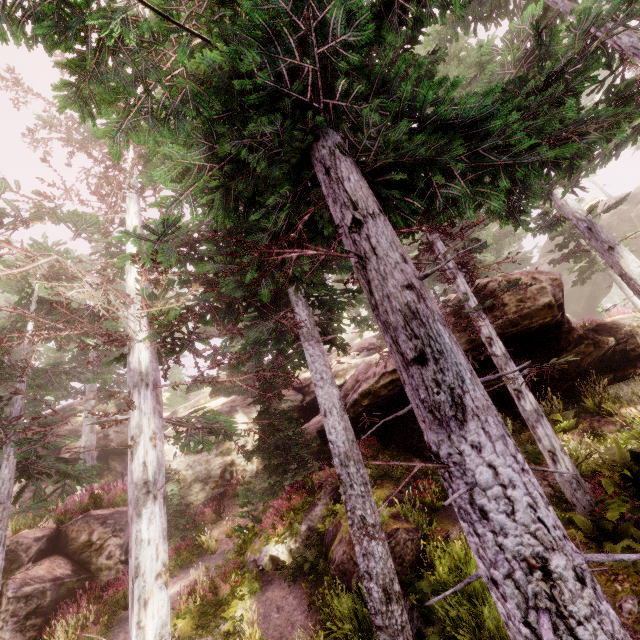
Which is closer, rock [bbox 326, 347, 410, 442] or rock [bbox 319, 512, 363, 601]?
rock [bbox 319, 512, 363, 601]

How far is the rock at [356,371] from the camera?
12.2m

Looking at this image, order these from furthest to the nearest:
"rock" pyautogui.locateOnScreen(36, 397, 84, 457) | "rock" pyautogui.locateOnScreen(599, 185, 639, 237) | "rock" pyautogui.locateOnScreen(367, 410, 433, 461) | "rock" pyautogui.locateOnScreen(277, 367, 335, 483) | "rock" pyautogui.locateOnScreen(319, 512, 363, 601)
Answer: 1. "rock" pyautogui.locateOnScreen(599, 185, 639, 237)
2. "rock" pyautogui.locateOnScreen(36, 397, 84, 457)
3. "rock" pyautogui.locateOnScreen(277, 367, 335, 483)
4. "rock" pyautogui.locateOnScreen(367, 410, 433, 461)
5. "rock" pyautogui.locateOnScreen(319, 512, 363, 601)

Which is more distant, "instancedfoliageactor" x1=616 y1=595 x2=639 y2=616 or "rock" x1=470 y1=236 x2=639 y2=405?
"rock" x1=470 y1=236 x2=639 y2=405

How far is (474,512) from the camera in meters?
2.9 m

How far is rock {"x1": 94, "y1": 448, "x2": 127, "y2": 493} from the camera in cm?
1998

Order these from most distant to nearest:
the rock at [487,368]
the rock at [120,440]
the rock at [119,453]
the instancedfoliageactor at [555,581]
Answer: the rock at [120,440], the rock at [119,453], the rock at [487,368], the instancedfoliageactor at [555,581]
